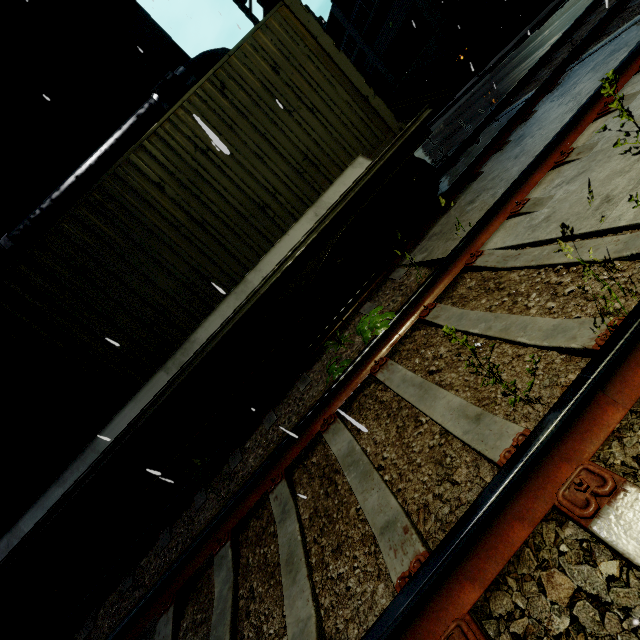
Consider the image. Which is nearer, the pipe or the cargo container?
the cargo container

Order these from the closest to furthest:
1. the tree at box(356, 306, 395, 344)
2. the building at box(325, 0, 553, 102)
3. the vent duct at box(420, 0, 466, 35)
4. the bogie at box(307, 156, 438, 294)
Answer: Result: the tree at box(356, 306, 395, 344), the bogie at box(307, 156, 438, 294), the building at box(325, 0, 553, 102), the vent duct at box(420, 0, 466, 35)

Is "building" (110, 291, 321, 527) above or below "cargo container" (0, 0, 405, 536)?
below

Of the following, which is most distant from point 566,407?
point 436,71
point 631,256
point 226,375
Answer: point 436,71

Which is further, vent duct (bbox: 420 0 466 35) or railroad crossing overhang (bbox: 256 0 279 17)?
vent duct (bbox: 420 0 466 35)

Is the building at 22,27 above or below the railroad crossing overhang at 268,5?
above

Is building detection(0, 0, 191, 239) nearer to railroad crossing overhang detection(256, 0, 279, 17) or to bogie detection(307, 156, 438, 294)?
railroad crossing overhang detection(256, 0, 279, 17)

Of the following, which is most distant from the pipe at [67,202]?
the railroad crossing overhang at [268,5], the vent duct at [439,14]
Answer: the vent duct at [439,14]
